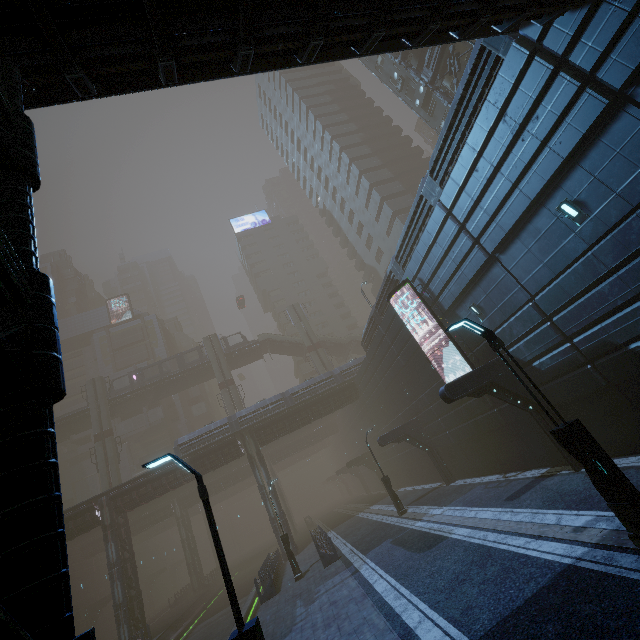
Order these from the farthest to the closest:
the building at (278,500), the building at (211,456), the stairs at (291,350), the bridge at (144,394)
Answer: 1. the stairs at (291,350)
2. the bridge at (144,394)
3. the building at (211,456)
4. the building at (278,500)

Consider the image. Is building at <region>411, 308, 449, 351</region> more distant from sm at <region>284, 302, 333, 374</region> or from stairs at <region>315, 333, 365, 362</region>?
sm at <region>284, 302, 333, 374</region>

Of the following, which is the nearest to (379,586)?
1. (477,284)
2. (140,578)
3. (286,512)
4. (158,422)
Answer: (477,284)

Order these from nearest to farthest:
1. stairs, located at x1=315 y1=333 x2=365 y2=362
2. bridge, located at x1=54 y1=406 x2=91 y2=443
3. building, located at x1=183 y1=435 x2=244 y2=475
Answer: building, located at x1=183 y1=435 x2=244 y2=475 < bridge, located at x1=54 y1=406 x2=91 y2=443 < stairs, located at x1=315 y1=333 x2=365 y2=362

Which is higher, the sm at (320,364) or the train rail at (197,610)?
→ the sm at (320,364)

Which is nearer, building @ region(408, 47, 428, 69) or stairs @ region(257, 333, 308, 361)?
building @ region(408, 47, 428, 69)

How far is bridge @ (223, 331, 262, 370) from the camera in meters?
50.7 m

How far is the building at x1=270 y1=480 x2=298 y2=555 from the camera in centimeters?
2895cm
